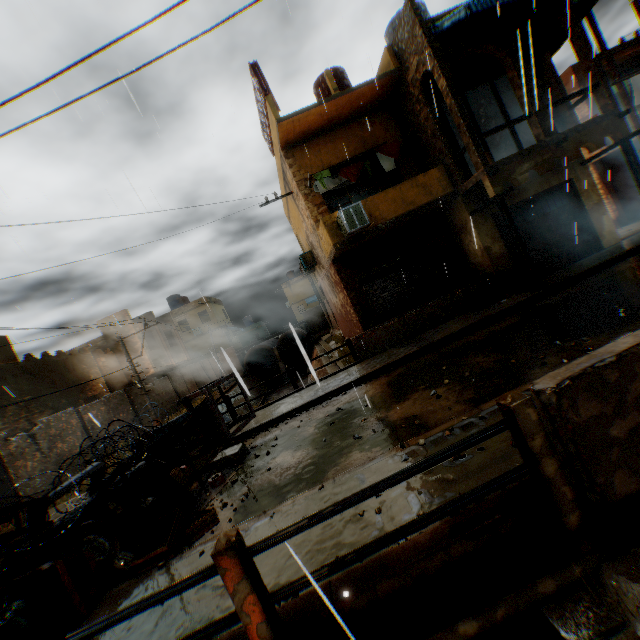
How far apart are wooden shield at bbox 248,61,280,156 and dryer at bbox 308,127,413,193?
2.2 meters

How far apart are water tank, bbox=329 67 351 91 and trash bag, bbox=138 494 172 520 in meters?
14.2

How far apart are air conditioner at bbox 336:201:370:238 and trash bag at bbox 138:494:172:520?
7.7 meters

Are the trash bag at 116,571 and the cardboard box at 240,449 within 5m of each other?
yes

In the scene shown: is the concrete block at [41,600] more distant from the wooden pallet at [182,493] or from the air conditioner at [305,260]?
the air conditioner at [305,260]

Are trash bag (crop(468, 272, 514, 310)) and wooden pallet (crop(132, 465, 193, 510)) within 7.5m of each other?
no

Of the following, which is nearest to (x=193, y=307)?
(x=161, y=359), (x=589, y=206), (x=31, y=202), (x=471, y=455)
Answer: (x=161, y=359)

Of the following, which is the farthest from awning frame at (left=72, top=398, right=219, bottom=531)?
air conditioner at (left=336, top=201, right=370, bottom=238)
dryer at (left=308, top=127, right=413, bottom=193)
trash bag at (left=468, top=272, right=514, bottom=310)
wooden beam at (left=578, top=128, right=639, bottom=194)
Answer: wooden beam at (left=578, top=128, right=639, bottom=194)
